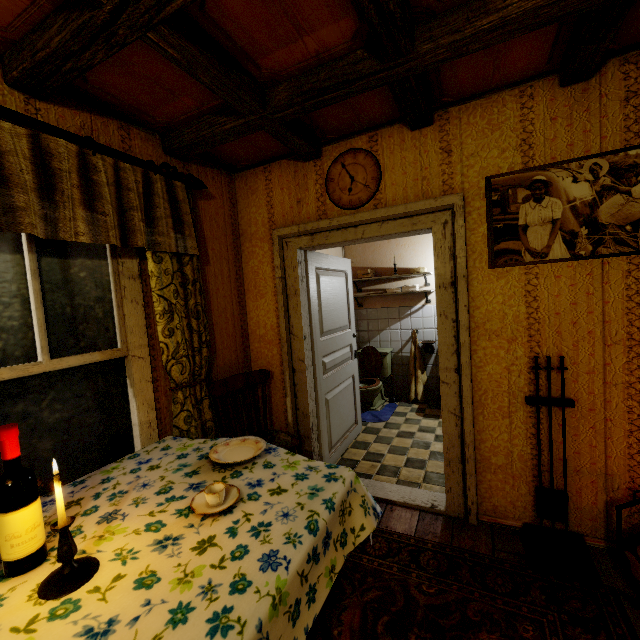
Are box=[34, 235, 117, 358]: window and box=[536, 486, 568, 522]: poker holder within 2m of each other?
no

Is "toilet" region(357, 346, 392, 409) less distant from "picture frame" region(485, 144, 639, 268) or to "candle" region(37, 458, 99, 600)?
"picture frame" region(485, 144, 639, 268)

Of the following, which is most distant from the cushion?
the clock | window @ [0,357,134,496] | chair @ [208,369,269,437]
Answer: the clock

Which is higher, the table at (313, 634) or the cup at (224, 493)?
the cup at (224, 493)

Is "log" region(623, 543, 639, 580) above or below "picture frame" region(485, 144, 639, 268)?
below

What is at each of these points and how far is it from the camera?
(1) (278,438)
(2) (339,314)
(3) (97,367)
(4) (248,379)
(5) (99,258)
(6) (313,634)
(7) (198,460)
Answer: (1) cushion, 2.5m
(2) door, 3.5m
(3) window, 1.9m
(4) chair, 2.7m
(5) window, 1.9m
(6) table, 1.4m
(7) tablecloth, 1.7m

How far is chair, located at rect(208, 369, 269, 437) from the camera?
2.5m

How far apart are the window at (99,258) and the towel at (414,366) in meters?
4.0
